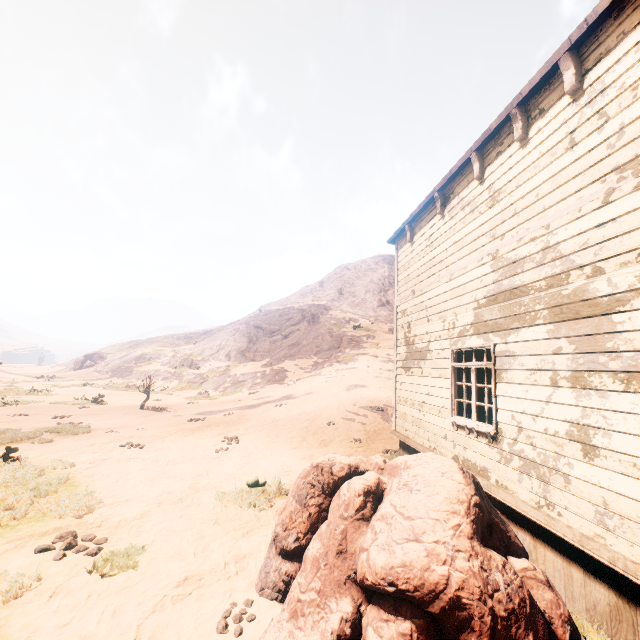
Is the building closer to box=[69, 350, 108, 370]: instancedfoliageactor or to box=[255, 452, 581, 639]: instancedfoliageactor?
box=[255, 452, 581, 639]: instancedfoliageactor

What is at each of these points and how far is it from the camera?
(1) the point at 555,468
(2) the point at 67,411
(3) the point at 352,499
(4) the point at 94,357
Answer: (1) building, 4.2 meters
(2) z, 15.6 meters
(3) instancedfoliageactor, 3.8 meters
(4) instancedfoliageactor, 45.8 meters

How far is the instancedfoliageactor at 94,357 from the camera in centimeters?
4416cm

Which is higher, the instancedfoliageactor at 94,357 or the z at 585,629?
the instancedfoliageactor at 94,357

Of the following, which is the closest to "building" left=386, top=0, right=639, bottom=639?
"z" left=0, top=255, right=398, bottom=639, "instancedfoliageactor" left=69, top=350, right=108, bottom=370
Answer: "z" left=0, top=255, right=398, bottom=639

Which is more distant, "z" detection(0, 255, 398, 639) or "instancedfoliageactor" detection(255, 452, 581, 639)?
"z" detection(0, 255, 398, 639)

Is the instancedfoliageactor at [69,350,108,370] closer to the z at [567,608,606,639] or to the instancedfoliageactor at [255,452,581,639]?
the z at [567,608,606,639]

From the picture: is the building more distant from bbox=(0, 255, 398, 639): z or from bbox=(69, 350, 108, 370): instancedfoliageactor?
bbox=(69, 350, 108, 370): instancedfoliageactor
